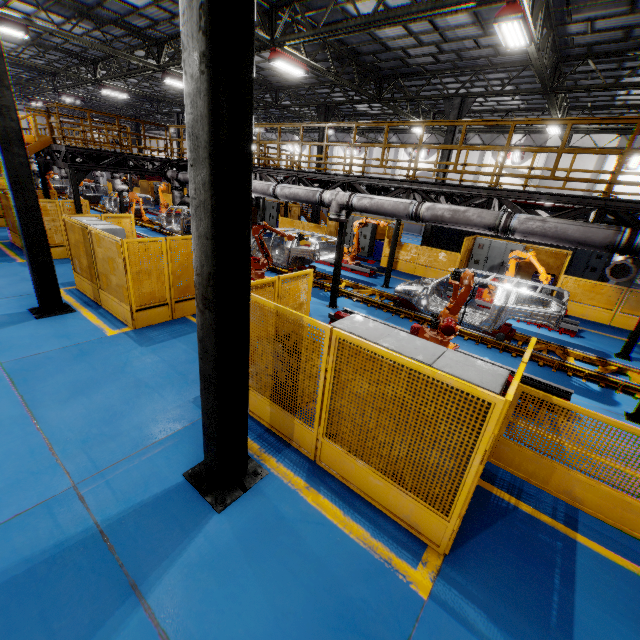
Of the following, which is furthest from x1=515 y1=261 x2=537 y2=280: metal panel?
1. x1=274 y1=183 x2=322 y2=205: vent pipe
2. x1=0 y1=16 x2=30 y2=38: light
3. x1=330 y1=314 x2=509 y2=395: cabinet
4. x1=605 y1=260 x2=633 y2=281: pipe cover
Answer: x1=0 y1=16 x2=30 y2=38: light

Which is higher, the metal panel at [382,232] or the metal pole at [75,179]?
the metal pole at [75,179]

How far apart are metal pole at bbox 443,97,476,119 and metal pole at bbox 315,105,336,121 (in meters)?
6.17

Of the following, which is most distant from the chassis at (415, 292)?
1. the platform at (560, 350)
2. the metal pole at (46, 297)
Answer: the metal pole at (46, 297)

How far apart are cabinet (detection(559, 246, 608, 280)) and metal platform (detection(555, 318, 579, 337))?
7.7 meters

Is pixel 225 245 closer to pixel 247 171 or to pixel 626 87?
pixel 247 171

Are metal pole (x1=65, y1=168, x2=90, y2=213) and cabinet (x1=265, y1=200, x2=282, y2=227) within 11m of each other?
no

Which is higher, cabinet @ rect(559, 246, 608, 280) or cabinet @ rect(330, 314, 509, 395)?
cabinet @ rect(330, 314, 509, 395)
